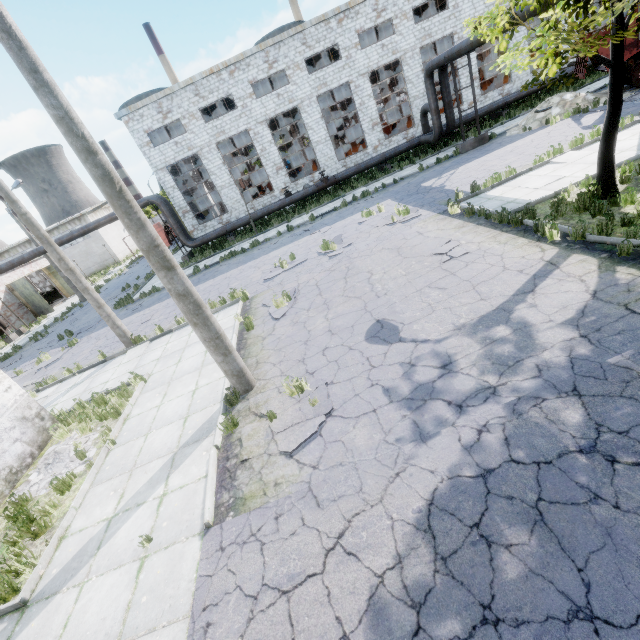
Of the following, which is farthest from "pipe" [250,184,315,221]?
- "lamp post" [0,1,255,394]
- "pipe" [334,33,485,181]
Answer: "lamp post" [0,1,255,394]

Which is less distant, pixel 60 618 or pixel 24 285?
pixel 60 618

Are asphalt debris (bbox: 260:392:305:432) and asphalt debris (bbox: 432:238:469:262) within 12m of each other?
yes

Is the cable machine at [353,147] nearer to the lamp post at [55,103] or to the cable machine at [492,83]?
the cable machine at [492,83]

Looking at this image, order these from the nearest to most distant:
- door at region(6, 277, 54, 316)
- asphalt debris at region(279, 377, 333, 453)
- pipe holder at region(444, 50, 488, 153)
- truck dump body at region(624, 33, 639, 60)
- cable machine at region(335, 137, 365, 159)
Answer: asphalt debris at region(279, 377, 333, 453), truck dump body at region(624, 33, 639, 60), pipe holder at region(444, 50, 488, 153), door at region(6, 277, 54, 316), cable machine at region(335, 137, 365, 159)

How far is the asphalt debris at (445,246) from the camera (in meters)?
8.86

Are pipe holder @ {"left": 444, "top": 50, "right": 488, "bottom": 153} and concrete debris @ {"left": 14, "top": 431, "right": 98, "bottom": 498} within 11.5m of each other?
no

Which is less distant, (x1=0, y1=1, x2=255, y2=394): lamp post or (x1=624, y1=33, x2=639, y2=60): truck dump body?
(x1=0, y1=1, x2=255, y2=394): lamp post
